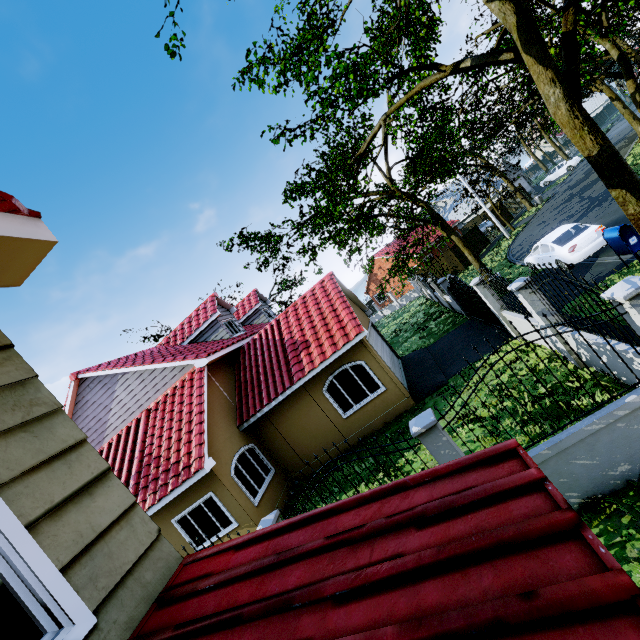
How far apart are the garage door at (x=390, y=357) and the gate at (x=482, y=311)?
4.00m

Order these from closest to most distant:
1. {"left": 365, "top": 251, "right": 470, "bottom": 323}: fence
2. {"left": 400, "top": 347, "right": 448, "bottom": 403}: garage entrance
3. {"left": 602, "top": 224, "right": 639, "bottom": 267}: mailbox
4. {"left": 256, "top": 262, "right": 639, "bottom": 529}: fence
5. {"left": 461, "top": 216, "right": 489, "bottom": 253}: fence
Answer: {"left": 256, "top": 262, "right": 639, "bottom": 529}: fence, {"left": 602, "top": 224, "right": 639, "bottom": 267}: mailbox, {"left": 400, "top": 347, "right": 448, "bottom": 403}: garage entrance, {"left": 365, "top": 251, "right": 470, "bottom": 323}: fence, {"left": 461, "top": 216, "right": 489, "bottom": 253}: fence

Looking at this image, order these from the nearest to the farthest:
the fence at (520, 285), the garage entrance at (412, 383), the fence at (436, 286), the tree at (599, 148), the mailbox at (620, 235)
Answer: the fence at (520, 285)
the tree at (599, 148)
the mailbox at (620, 235)
the garage entrance at (412, 383)
the fence at (436, 286)

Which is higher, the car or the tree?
the tree

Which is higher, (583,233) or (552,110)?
(552,110)

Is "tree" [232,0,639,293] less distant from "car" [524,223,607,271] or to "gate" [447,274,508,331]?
"gate" [447,274,508,331]

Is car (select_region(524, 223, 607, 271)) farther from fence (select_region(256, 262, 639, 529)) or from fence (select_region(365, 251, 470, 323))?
fence (select_region(256, 262, 639, 529))

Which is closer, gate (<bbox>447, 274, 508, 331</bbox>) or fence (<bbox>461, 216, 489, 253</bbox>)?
gate (<bbox>447, 274, 508, 331</bbox>)
